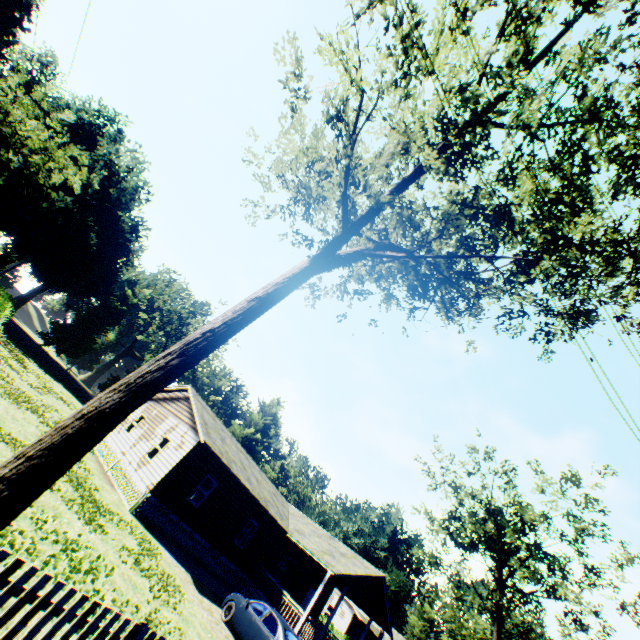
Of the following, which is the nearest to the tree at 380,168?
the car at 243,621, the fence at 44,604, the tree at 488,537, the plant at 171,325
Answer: the fence at 44,604

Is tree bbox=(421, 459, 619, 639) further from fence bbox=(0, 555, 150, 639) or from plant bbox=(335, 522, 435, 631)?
fence bbox=(0, 555, 150, 639)

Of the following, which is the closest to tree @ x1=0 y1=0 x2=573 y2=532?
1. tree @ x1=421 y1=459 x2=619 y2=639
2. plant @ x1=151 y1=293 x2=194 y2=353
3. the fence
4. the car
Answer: the fence

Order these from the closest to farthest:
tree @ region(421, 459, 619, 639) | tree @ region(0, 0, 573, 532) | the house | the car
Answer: tree @ region(0, 0, 573, 532), the car, the house, tree @ region(421, 459, 619, 639)

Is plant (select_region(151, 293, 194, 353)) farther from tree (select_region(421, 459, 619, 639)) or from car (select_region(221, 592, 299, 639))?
car (select_region(221, 592, 299, 639))

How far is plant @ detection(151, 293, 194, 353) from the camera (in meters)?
51.94

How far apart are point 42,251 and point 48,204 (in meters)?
6.86

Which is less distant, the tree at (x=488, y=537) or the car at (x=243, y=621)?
the car at (x=243, y=621)
